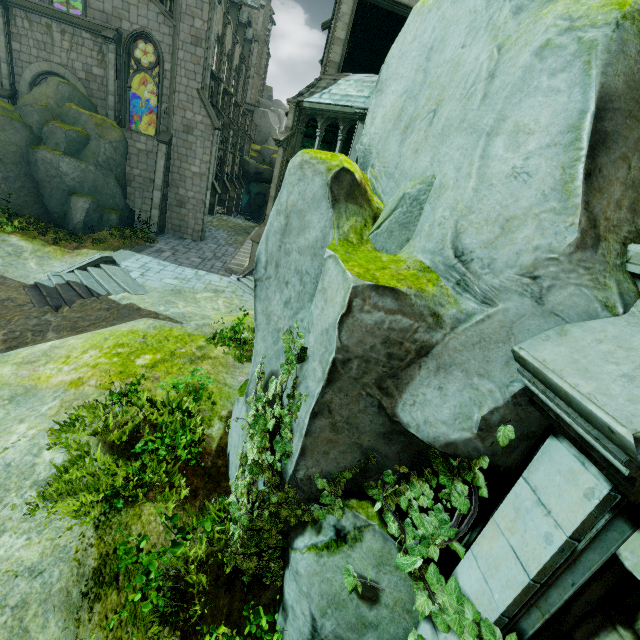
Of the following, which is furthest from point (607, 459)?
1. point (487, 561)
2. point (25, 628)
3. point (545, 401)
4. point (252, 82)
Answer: point (252, 82)

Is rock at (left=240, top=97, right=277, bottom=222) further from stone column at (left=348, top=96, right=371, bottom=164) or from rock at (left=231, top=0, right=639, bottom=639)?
rock at (left=231, top=0, right=639, bottom=639)

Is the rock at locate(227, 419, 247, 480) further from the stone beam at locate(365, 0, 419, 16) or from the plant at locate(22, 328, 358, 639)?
the stone beam at locate(365, 0, 419, 16)

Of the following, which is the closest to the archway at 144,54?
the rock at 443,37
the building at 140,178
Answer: the building at 140,178

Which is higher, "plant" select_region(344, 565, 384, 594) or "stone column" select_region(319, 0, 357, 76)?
"stone column" select_region(319, 0, 357, 76)

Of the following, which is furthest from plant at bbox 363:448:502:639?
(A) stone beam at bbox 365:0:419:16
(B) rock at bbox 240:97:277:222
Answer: (B) rock at bbox 240:97:277:222

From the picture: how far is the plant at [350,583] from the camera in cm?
333

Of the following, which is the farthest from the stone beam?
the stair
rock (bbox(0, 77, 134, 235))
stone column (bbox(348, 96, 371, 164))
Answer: the stair
